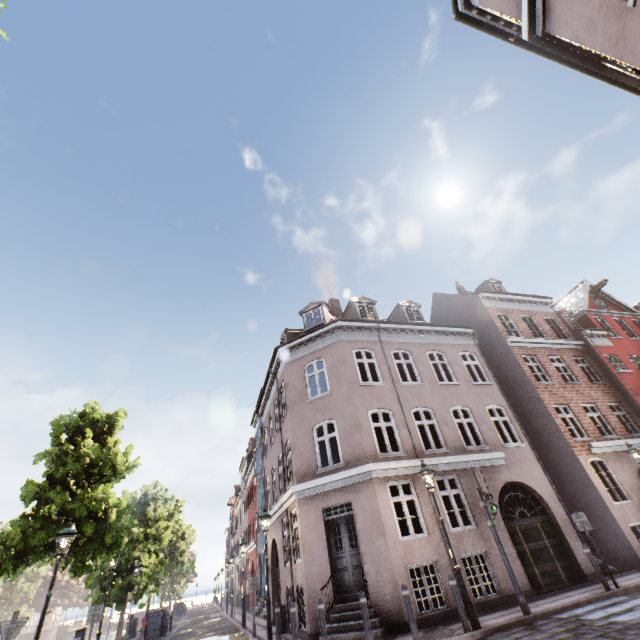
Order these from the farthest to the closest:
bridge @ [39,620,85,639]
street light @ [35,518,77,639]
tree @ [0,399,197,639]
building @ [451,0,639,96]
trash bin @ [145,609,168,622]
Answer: bridge @ [39,620,85,639] < trash bin @ [145,609,168,622] < tree @ [0,399,197,639] < street light @ [35,518,77,639] < building @ [451,0,639,96]

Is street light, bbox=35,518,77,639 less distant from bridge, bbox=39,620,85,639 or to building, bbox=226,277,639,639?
building, bbox=226,277,639,639

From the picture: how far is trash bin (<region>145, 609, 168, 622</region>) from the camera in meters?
20.8 m

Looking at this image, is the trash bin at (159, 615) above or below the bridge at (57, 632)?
above

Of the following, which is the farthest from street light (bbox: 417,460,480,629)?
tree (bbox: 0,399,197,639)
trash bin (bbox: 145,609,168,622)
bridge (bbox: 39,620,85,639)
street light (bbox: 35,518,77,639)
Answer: bridge (bbox: 39,620,85,639)

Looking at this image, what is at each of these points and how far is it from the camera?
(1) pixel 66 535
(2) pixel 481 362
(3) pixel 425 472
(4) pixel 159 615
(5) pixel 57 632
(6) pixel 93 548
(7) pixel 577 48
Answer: (1) street light, 8.73m
(2) building, 16.72m
(3) street light, 9.99m
(4) trash bin, 21.03m
(5) bridge, 52.53m
(6) tree, 10.98m
(7) building, 7.21m

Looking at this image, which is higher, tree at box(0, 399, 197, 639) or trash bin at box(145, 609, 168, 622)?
tree at box(0, 399, 197, 639)

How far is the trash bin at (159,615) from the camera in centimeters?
2080cm
